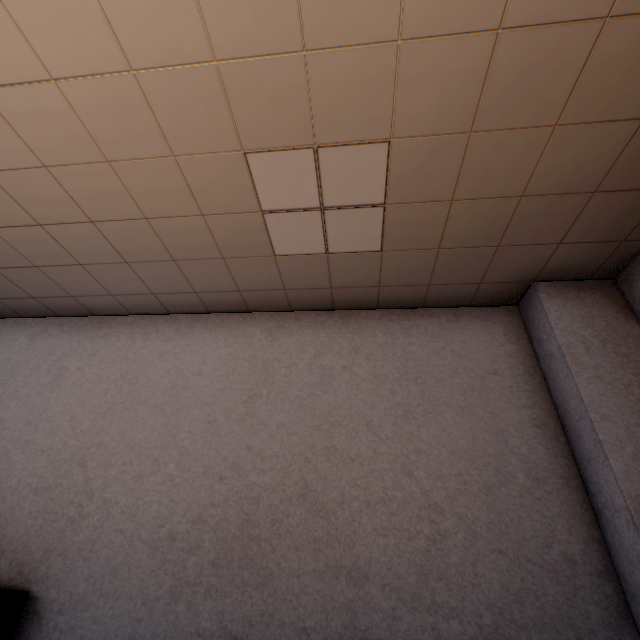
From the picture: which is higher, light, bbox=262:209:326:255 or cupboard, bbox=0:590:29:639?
light, bbox=262:209:326:255

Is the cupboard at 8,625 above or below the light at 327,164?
below

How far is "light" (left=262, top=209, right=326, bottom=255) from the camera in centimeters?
262cm

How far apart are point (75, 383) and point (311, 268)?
2.9m
